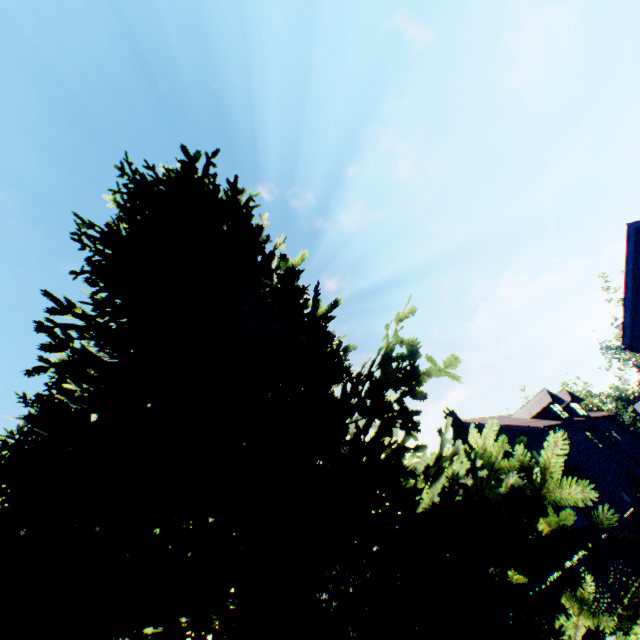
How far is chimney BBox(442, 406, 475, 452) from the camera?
27.4 meters

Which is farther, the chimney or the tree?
the chimney

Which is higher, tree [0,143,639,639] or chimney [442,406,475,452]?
chimney [442,406,475,452]

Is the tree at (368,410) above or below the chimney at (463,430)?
below

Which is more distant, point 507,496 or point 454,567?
point 507,496

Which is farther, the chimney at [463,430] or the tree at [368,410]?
the chimney at [463,430]
